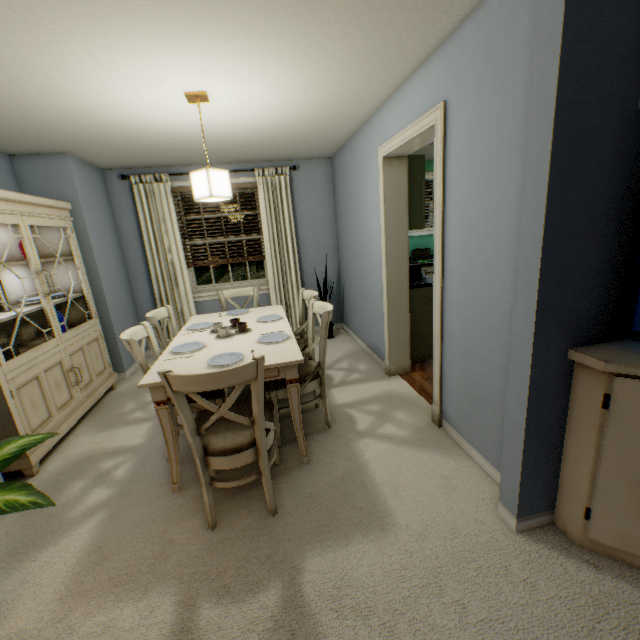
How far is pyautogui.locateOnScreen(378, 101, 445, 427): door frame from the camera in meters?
2.0

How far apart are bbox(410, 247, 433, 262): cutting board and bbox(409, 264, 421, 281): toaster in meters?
1.9

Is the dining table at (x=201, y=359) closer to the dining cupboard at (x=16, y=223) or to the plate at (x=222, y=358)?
the plate at (x=222, y=358)

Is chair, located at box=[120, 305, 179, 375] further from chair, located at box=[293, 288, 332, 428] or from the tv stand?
the tv stand

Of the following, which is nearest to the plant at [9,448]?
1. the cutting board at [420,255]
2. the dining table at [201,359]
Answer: the dining table at [201,359]

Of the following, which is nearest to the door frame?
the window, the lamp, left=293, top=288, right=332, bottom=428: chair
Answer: left=293, top=288, right=332, bottom=428: chair

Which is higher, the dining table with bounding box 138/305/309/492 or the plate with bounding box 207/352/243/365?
the plate with bounding box 207/352/243/365

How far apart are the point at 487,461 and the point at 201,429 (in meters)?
1.68
